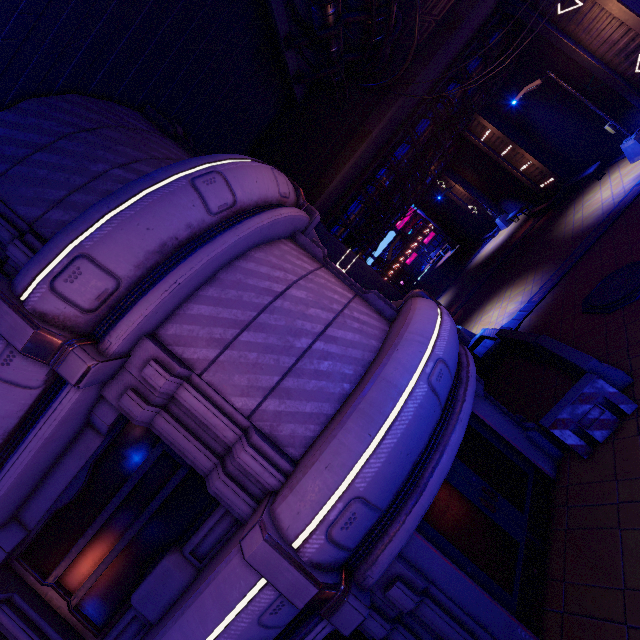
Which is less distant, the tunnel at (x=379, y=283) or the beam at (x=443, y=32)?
the beam at (x=443, y=32)

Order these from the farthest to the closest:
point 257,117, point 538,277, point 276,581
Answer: point 538,277 → point 257,117 → point 276,581

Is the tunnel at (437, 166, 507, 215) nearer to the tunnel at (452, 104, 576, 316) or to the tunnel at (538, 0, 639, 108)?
the tunnel at (452, 104, 576, 316)

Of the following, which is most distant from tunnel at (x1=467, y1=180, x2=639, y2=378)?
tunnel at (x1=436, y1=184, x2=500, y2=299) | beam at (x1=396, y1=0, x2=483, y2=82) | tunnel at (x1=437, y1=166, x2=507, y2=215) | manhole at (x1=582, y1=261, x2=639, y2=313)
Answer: tunnel at (x1=436, y1=184, x2=500, y2=299)

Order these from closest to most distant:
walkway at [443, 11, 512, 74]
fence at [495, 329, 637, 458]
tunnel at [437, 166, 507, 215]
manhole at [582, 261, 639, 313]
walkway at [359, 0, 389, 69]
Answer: fence at [495, 329, 637, 458]
manhole at [582, 261, 639, 313]
walkway at [359, 0, 389, 69]
walkway at [443, 11, 512, 74]
tunnel at [437, 166, 507, 215]

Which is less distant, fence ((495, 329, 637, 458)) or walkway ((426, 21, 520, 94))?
fence ((495, 329, 637, 458))

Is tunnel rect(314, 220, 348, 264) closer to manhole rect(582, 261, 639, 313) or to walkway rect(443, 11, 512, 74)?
walkway rect(443, 11, 512, 74)

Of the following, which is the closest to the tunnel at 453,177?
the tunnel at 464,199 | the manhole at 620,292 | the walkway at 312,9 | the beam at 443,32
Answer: the tunnel at 464,199
